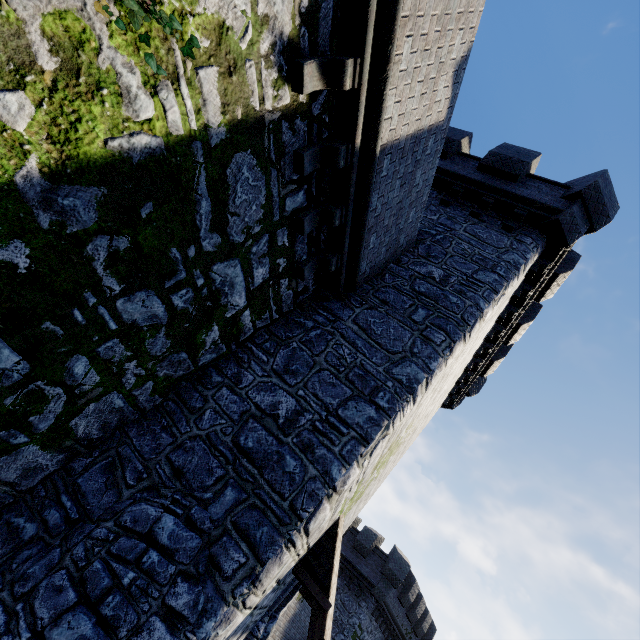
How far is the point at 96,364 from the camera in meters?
4.0

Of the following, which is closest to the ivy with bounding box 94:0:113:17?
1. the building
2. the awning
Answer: the building

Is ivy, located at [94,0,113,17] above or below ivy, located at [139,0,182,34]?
below

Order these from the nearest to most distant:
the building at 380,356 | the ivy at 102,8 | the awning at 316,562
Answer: the ivy at 102,8 → the building at 380,356 → the awning at 316,562

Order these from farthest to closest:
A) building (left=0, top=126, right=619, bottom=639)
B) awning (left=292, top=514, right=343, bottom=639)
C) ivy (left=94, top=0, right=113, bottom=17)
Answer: awning (left=292, top=514, right=343, bottom=639) → building (left=0, top=126, right=619, bottom=639) → ivy (left=94, top=0, right=113, bottom=17)

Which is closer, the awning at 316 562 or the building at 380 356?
the building at 380 356

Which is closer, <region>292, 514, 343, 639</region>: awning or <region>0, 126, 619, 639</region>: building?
<region>0, 126, 619, 639</region>: building
